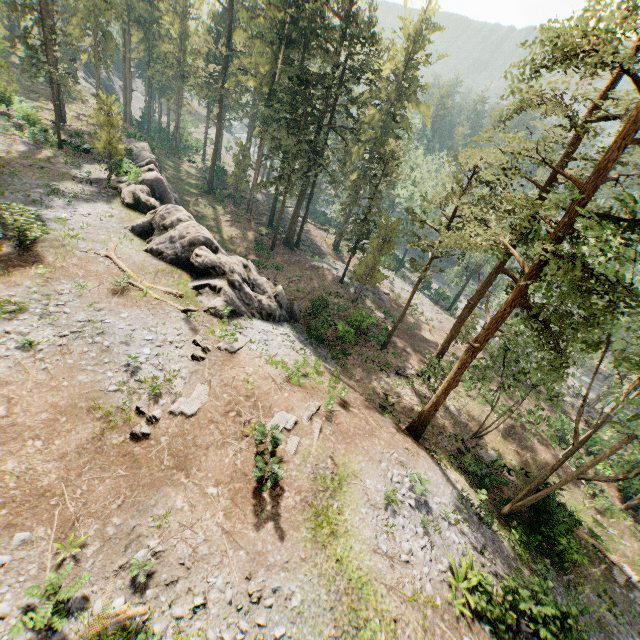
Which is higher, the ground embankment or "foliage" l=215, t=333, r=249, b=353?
"foliage" l=215, t=333, r=249, b=353

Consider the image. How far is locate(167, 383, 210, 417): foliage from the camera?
14.0 meters

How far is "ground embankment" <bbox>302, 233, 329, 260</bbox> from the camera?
46.34m

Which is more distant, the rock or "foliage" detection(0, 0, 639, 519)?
the rock

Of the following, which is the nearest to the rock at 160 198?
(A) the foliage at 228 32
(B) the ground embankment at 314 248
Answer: (A) the foliage at 228 32

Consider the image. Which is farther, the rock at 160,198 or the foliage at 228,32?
the rock at 160,198

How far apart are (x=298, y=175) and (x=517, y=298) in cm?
2714
